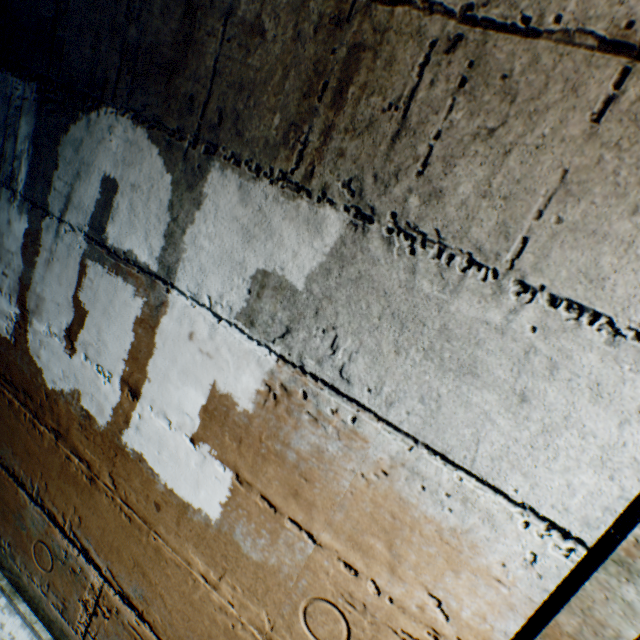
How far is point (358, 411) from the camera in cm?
65
